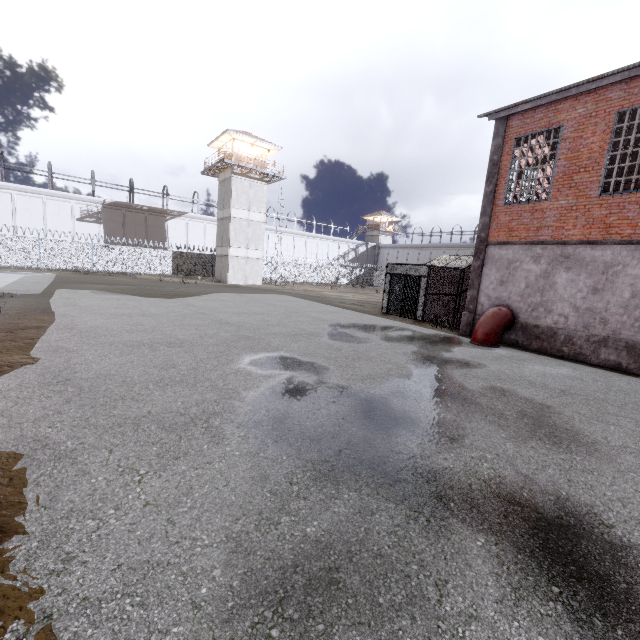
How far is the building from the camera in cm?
3353

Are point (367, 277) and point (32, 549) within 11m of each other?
no

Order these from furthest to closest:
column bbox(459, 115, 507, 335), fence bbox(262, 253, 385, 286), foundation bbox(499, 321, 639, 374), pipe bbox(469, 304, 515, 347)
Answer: fence bbox(262, 253, 385, 286)
column bbox(459, 115, 507, 335)
pipe bbox(469, 304, 515, 347)
foundation bbox(499, 321, 639, 374)

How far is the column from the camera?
12.90m

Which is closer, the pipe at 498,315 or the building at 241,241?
the pipe at 498,315

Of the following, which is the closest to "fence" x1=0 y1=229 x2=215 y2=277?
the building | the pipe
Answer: the building

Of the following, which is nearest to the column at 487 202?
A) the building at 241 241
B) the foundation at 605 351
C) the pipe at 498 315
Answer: the foundation at 605 351

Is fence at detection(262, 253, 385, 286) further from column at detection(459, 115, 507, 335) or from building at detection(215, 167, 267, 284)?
column at detection(459, 115, 507, 335)
